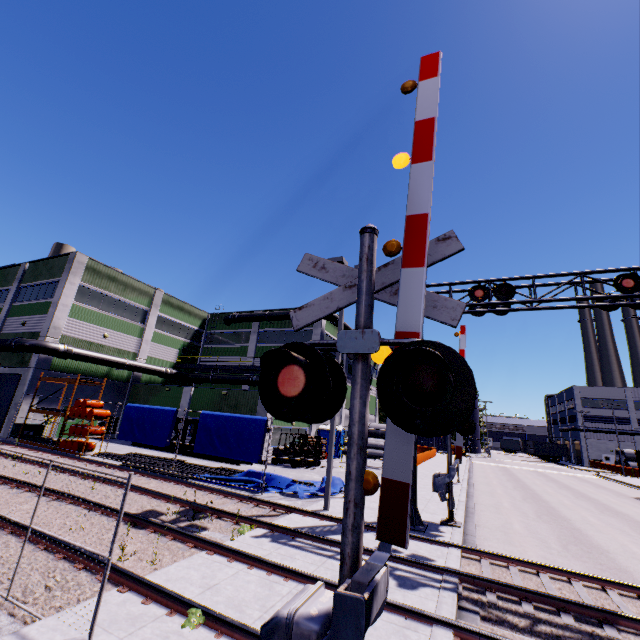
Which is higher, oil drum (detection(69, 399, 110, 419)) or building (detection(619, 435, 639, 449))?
building (detection(619, 435, 639, 449))

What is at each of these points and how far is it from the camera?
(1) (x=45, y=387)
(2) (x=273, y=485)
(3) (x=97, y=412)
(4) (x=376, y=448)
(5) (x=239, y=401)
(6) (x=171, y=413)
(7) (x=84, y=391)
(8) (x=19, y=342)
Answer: (1) building, 25.0 meters
(2) tarp, 15.1 meters
(3) oil drum, 19.9 meters
(4) concrete pipe, 35.1 meters
(5) building, 25.6 meters
(6) tarp, 17.0 meters
(7) building, 27.5 meters
(8) pipe, 23.7 meters

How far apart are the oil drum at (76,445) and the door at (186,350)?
15.6 meters

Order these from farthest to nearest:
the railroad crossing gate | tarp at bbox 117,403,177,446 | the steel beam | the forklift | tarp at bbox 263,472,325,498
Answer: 1. the forklift
2. the steel beam
3. tarp at bbox 117,403,177,446
4. tarp at bbox 263,472,325,498
5. the railroad crossing gate

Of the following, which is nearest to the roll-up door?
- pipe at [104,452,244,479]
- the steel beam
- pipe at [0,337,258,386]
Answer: pipe at [0,337,258,386]

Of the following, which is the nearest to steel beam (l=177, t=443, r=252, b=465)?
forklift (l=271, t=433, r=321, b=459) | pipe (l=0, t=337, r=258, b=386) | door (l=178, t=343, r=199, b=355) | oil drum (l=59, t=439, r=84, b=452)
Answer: pipe (l=0, t=337, r=258, b=386)

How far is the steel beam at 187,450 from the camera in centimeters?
2135cm

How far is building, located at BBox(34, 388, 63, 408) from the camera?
24.7m
